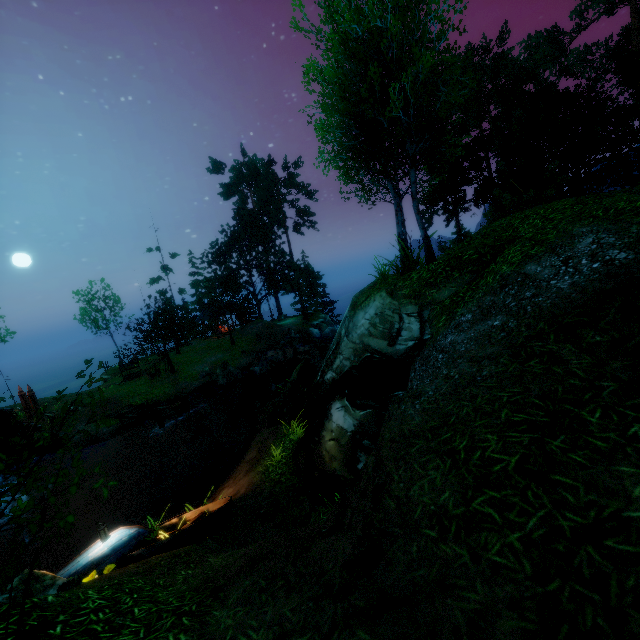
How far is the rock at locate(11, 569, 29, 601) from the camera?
5.2m

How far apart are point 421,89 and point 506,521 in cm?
870

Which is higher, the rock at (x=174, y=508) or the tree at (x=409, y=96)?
the tree at (x=409, y=96)

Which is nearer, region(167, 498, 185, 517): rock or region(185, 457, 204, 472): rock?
region(167, 498, 185, 517): rock

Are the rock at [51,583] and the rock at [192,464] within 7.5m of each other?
no

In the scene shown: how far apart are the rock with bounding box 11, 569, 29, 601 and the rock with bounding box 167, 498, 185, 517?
4.97m

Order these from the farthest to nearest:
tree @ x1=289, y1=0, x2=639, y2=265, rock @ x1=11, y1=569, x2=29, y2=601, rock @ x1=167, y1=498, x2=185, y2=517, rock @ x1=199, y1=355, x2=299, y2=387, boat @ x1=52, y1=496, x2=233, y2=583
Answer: rock @ x1=199, y1=355, x2=299, y2=387
rock @ x1=167, y1=498, x2=185, y2=517
tree @ x1=289, y1=0, x2=639, y2=265
boat @ x1=52, y1=496, x2=233, y2=583
rock @ x1=11, y1=569, x2=29, y2=601
